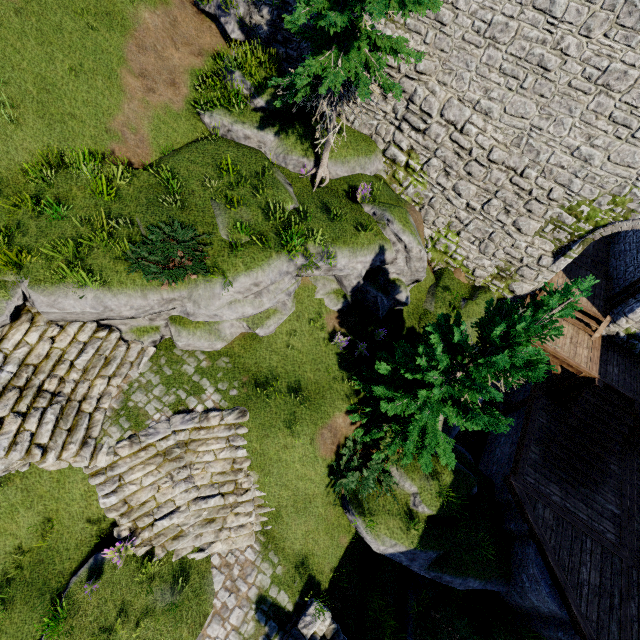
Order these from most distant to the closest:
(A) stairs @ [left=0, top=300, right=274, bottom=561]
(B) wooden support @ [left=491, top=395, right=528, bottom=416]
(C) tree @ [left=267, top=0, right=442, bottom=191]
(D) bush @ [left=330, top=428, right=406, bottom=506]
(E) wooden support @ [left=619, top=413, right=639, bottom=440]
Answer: (B) wooden support @ [left=491, top=395, right=528, bottom=416], (E) wooden support @ [left=619, top=413, right=639, bottom=440], (D) bush @ [left=330, top=428, right=406, bottom=506], (A) stairs @ [left=0, top=300, right=274, bottom=561], (C) tree @ [left=267, top=0, right=442, bottom=191]

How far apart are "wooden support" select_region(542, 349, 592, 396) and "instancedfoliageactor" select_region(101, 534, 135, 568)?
14.0 meters

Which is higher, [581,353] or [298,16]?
[298,16]

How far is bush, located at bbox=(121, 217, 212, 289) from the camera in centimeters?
841cm

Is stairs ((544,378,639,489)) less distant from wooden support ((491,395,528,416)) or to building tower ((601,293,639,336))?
wooden support ((491,395,528,416))

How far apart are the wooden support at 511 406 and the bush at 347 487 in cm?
753

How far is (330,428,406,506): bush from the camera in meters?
9.9 m

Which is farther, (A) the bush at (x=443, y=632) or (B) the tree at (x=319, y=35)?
(A) the bush at (x=443, y=632)
